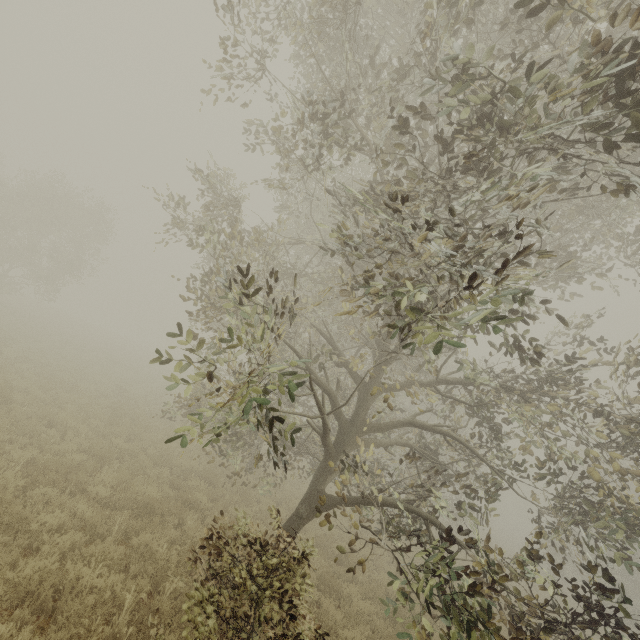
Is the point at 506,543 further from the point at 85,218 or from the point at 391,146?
the point at 85,218

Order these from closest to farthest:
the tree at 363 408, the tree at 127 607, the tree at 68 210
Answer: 1. the tree at 363 408
2. the tree at 127 607
3. the tree at 68 210

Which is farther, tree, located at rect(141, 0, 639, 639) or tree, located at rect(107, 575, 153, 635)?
tree, located at rect(107, 575, 153, 635)

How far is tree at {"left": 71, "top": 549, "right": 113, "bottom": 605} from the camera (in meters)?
4.94

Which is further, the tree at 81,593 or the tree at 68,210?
the tree at 68,210

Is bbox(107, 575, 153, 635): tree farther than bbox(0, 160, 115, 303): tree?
No

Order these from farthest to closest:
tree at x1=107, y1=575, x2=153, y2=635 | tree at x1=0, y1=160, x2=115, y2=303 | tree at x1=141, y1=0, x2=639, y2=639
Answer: tree at x1=0, y1=160, x2=115, y2=303 < tree at x1=107, y1=575, x2=153, y2=635 < tree at x1=141, y1=0, x2=639, y2=639
